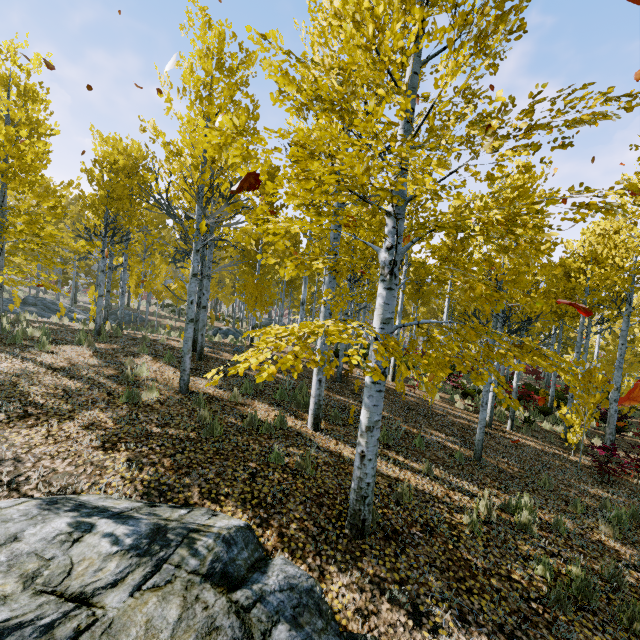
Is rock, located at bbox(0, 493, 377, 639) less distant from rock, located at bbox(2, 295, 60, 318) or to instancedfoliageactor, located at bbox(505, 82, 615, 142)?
instancedfoliageactor, located at bbox(505, 82, 615, 142)

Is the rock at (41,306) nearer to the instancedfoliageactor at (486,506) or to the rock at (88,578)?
the instancedfoliageactor at (486,506)

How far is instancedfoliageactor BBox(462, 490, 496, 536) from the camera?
4.90m

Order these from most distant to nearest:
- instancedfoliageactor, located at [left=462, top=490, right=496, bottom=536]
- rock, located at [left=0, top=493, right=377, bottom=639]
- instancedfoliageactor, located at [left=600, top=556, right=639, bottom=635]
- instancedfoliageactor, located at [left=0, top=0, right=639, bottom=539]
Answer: instancedfoliageactor, located at [left=462, top=490, right=496, bottom=536] → instancedfoliageactor, located at [left=600, top=556, right=639, bottom=635] → instancedfoliageactor, located at [left=0, top=0, right=639, bottom=539] → rock, located at [left=0, top=493, right=377, bottom=639]

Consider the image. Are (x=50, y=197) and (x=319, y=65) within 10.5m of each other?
yes

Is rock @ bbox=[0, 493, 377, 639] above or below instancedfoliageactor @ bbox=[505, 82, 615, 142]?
below

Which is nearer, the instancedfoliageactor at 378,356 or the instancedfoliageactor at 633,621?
the instancedfoliageactor at 378,356

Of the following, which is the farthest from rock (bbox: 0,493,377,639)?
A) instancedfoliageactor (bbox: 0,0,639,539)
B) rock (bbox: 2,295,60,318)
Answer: rock (bbox: 2,295,60,318)
